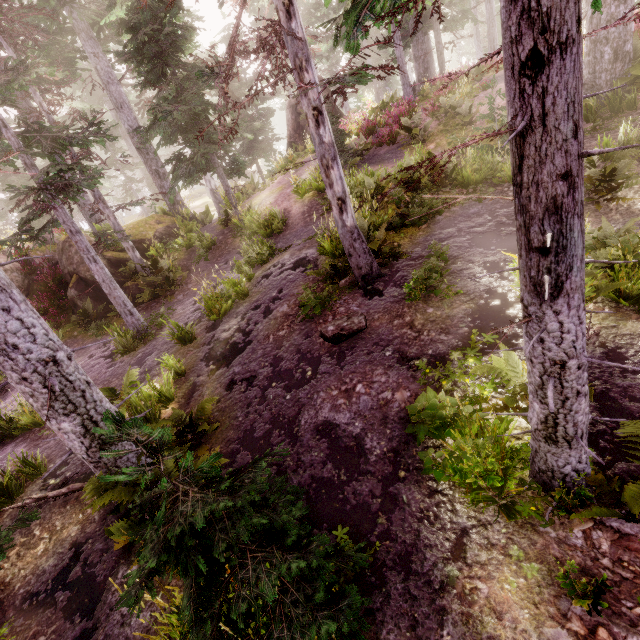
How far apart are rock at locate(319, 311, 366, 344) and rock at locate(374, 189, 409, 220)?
3.4 meters

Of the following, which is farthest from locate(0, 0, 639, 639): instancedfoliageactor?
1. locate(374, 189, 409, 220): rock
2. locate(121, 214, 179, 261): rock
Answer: locate(374, 189, 409, 220): rock

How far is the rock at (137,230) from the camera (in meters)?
16.06

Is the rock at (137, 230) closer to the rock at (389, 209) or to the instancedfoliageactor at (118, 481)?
the instancedfoliageactor at (118, 481)

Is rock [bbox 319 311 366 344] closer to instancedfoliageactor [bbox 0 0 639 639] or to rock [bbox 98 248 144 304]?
instancedfoliageactor [bbox 0 0 639 639]

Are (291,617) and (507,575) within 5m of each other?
yes

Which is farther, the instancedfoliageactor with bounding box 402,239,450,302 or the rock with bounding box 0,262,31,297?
the rock with bounding box 0,262,31,297

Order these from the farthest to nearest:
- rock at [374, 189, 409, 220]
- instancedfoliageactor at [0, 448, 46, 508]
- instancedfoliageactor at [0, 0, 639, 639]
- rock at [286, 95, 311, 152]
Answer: rock at [286, 95, 311, 152], rock at [374, 189, 409, 220], instancedfoliageactor at [0, 448, 46, 508], instancedfoliageactor at [0, 0, 639, 639]
